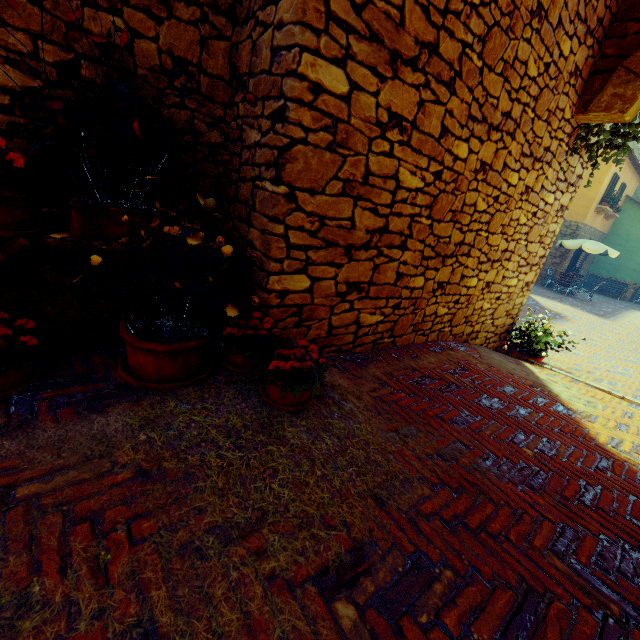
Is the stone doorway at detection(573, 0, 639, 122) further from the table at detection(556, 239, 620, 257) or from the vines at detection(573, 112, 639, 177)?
the table at detection(556, 239, 620, 257)

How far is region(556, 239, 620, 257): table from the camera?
15.38m

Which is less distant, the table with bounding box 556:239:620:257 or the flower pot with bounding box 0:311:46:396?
the flower pot with bounding box 0:311:46:396

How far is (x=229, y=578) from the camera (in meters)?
1.11

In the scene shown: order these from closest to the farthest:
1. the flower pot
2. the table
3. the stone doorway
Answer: the flower pot < the stone doorway < the table

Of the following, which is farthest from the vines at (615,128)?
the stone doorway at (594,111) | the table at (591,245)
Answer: the table at (591,245)

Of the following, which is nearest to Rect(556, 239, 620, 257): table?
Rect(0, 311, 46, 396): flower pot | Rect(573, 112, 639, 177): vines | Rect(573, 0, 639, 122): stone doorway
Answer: Rect(573, 112, 639, 177): vines
